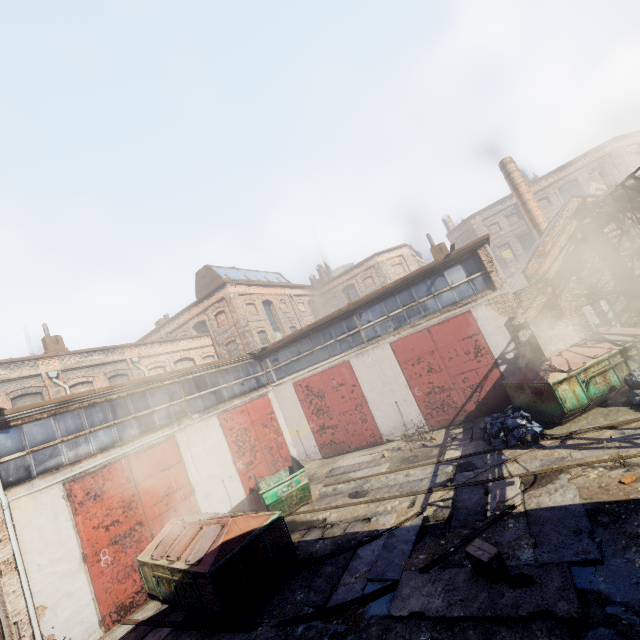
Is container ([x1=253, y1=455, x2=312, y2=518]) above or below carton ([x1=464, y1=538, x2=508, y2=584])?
above

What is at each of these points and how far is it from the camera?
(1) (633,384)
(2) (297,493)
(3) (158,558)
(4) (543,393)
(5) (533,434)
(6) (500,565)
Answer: (1) trash bag, 9.3 meters
(2) container, 11.3 meters
(3) trash container, 8.9 meters
(4) trash container, 10.1 meters
(5) trash bag, 9.3 meters
(6) carton, 5.4 meters

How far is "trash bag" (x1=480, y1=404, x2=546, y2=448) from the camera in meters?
9.4

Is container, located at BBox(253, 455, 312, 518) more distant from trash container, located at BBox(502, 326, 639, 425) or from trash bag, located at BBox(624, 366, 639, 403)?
trash bag, located at BBox(624, 366, 639, 403)

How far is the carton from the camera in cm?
531

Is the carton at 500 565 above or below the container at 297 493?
below

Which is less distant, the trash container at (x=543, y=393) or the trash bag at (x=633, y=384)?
the trash bag at (x=633, y=384)

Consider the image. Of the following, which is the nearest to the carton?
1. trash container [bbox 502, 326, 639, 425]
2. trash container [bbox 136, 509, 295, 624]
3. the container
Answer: trash container [bbox 136, 509, 295, 624]
